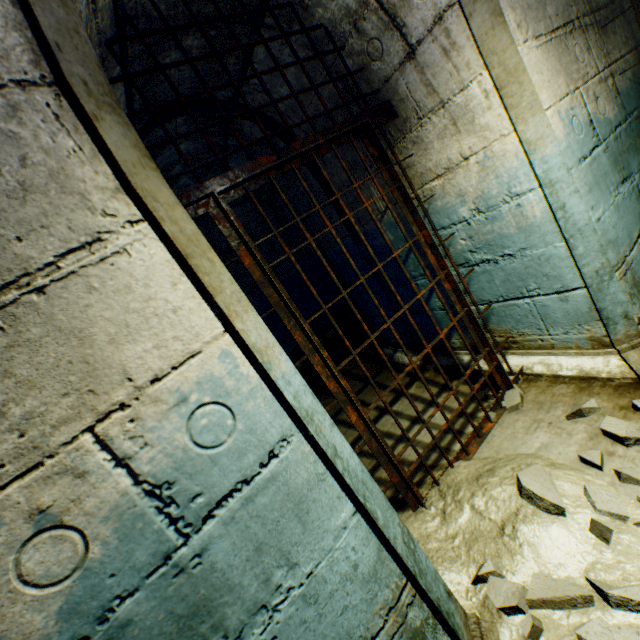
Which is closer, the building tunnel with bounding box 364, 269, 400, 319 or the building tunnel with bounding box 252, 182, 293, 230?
the building tunnel with bounding box 364, 269, 400, 319

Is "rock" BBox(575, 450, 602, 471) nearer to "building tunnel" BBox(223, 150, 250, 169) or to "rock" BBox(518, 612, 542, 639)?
"rock" BBox(518, 612, 542, 639)

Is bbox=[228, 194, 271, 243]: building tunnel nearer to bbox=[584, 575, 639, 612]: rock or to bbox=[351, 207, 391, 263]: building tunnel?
bbox=[351, 207, 391, 263]: building tunnel

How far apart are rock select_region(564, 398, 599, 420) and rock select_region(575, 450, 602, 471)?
0.13m

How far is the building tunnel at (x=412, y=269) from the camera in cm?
270

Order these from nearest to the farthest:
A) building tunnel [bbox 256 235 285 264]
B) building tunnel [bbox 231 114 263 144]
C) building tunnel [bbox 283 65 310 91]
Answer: building tunnel [bbox 283 65 310 91]
building tunnel [bbox 231 114 263 144]
building tunnel [bbox 256 235 285 264]

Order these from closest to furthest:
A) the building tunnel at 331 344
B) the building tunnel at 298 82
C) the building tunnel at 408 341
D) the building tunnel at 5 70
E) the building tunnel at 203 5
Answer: the building tunnel at 5 70 → the building tunnel at 203 5 → the building tunnel at 298 82 → the building tunnel at 408 341 → the building tunnel at 331 344

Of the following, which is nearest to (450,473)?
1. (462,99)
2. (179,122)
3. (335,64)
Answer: (462,99)
